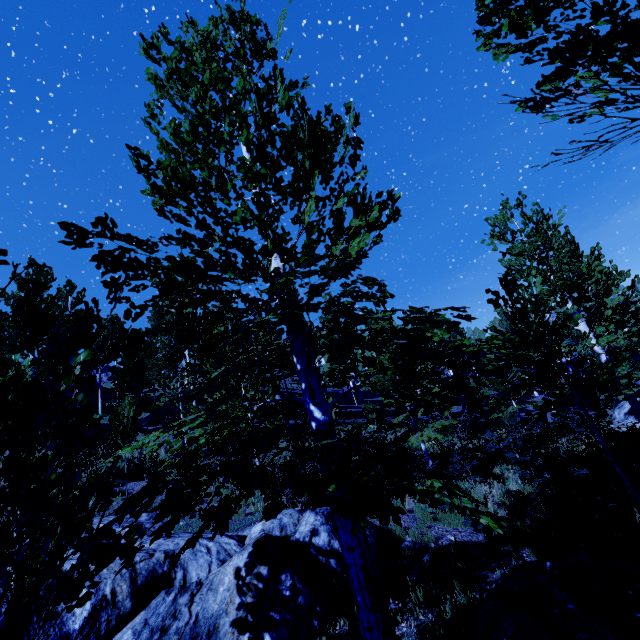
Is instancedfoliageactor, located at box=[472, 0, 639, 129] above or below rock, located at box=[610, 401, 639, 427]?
above

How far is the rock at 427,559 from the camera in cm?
596

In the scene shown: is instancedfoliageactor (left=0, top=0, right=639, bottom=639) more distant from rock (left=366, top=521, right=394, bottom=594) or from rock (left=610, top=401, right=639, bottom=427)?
rock (left=610, top=401, right=639, bottom=427)

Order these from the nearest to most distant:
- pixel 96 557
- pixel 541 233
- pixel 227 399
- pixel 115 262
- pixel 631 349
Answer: pixel 96 557 < pixel 115 262 < pixel 227 399 < pixel 631 349 < pixel 541 233

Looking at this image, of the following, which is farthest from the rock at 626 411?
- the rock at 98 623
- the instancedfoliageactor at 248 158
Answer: the rock at 98 623

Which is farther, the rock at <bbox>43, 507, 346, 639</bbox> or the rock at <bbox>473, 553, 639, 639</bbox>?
the rock at <bbox>43, 507, 346, 639</bbox>

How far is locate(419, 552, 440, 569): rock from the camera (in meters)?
5.96
